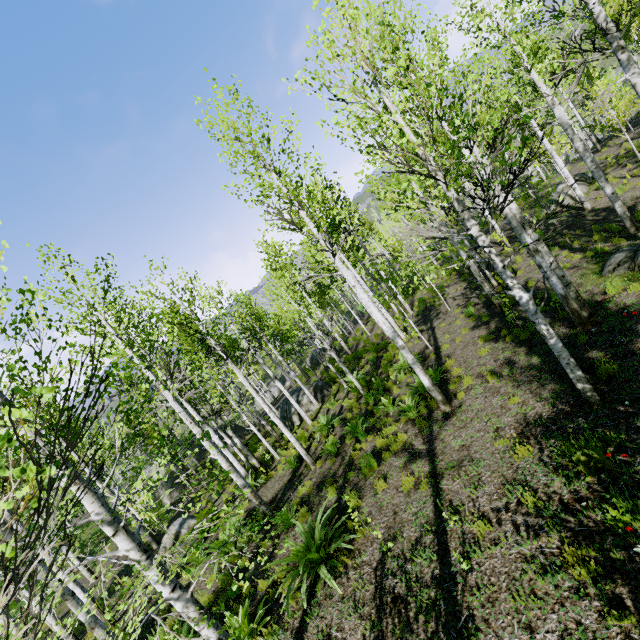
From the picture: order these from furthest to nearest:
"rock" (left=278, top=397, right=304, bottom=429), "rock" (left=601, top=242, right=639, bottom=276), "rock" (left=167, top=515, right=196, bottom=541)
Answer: "rock" (left=278, top=397, right=304, bottom=429)
"rock" (left=167, top=515, right=196, bottom=541)
"rock" (left=601, top=242, right=639, bottom=276)

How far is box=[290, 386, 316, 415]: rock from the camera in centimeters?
1788cm

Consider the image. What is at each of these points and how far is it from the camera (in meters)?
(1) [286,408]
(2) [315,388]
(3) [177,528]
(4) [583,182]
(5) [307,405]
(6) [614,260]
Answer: (1) rock, 18.66
(2) rock, 18.70
(3) rock, 14.36
(4) rock, 18.16
(5) rock, 18.03
(6) rock, 8.94

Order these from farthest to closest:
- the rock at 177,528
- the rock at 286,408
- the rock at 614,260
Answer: the rock at 286,408
the rock at 177,528
the rock at 614,260

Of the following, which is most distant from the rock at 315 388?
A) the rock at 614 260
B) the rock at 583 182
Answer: the rock at 583 182

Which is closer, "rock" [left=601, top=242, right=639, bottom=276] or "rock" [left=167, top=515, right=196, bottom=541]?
"rock" [left=601, top=242, right=639, bottom=276]

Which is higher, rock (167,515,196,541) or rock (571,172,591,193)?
rock (571,172,591,193)

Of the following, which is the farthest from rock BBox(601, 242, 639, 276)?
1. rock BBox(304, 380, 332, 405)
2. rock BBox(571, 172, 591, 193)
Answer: rock BBox(304, 380, 332, 405)
